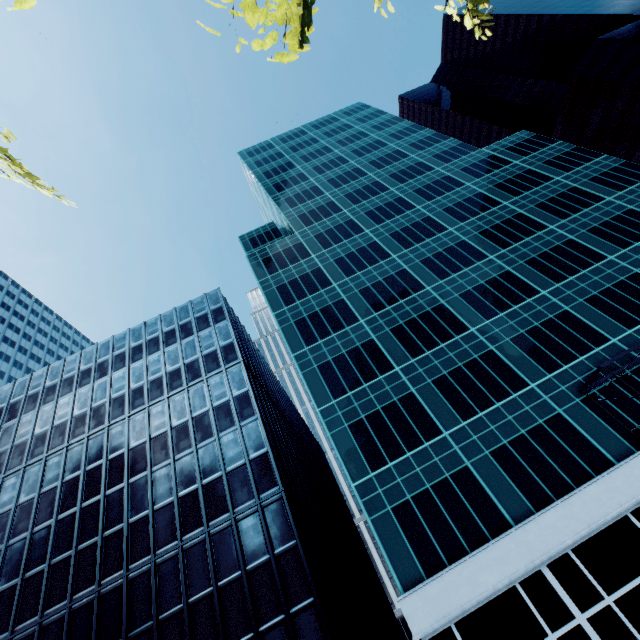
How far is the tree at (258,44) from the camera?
4.0 meters

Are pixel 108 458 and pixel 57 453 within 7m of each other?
yes

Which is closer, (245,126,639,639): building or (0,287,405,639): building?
(245,126,639,639): building

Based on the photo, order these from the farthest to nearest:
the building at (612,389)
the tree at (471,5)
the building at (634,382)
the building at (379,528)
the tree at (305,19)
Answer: the building at (634,382) → the building at (612,389) → the building at (379,528) → the tree at (471,5) → the tree at (305,19)

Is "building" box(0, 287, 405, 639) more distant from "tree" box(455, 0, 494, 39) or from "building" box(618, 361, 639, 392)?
"tree" box(455, 0, 494, 39)

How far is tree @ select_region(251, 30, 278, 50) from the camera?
3.96m

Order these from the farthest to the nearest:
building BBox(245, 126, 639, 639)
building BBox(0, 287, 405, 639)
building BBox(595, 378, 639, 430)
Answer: building BBox(595, 378, 639, 430)
building BBox(0, 287, 405, 639)
building BBox(245, 126, 639, 639)
